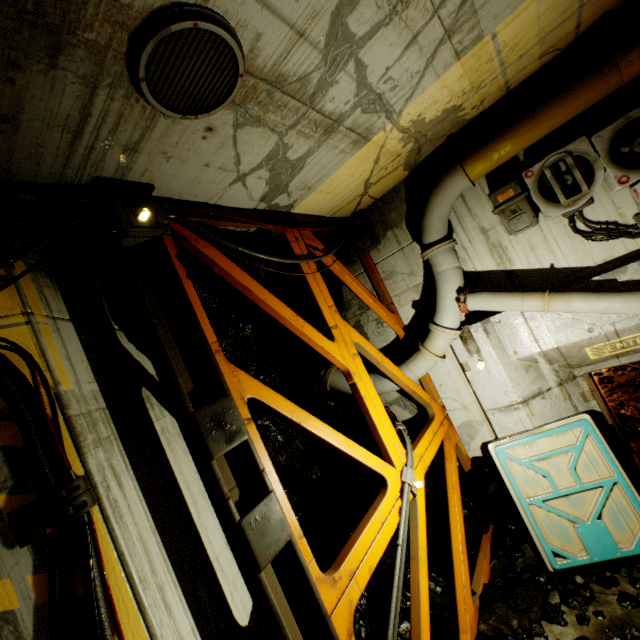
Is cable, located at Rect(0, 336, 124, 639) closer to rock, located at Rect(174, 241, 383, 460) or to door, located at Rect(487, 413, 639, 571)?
rock, located at Rect(174, 241, 383, 460)

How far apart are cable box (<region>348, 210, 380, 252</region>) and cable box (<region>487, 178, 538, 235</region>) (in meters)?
2.21

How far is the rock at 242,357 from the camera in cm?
414

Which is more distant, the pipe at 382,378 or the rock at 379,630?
the pipe at 382,378

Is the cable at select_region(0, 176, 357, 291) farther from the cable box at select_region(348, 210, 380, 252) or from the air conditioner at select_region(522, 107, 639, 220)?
the air conditioner at select_region(522, 107, 639, 220)

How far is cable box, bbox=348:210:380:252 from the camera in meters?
6.8

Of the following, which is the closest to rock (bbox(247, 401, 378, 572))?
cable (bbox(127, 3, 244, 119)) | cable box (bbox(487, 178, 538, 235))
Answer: cable (bbox(127, 3, 244, 119))

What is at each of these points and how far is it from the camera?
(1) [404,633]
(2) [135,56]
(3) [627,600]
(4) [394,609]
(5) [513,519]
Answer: (1) rock, 4.65m
(2) cable, 2.12m
(3) rock, 4.30m
(4) cable, 3.62m
(5) rock, 6.20m
